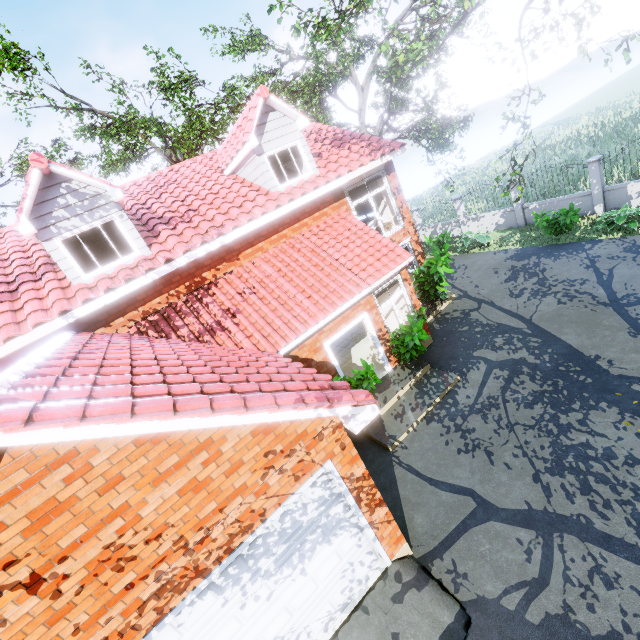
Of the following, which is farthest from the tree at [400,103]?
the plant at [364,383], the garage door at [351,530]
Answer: the garage door at [351,530]

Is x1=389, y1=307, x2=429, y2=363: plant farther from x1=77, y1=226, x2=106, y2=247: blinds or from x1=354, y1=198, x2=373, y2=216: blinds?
x1=77, y1=226, x2=106, y2=247: blinds

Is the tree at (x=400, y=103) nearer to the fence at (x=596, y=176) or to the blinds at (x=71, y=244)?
the fence at (x=596, y=176)

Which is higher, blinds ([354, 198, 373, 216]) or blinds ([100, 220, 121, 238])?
blinds ([100, 220, 121, 238])

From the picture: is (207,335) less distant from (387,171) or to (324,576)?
(324,576)

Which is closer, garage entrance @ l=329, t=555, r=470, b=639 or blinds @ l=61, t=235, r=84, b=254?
garage entrance @ l=329, t=555, r=470, b=639

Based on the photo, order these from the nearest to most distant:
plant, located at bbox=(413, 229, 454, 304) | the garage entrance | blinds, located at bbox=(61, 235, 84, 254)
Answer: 1. the garage entrance
2. blinds, located at bbox=(61, 235, 84, 254)
3. plant, located at bbox=(413, 229, 454, 304)

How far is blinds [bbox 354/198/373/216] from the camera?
14.4 meters
